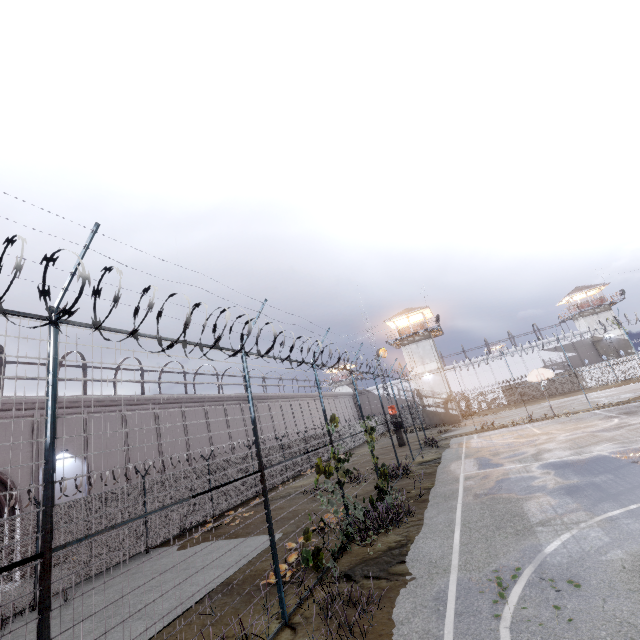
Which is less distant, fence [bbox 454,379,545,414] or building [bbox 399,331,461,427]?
building [bbox 399,331,461,427]

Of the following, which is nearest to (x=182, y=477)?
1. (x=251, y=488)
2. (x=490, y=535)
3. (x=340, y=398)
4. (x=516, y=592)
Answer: (x=516, y=592)

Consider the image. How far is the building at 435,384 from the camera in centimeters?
3919cm

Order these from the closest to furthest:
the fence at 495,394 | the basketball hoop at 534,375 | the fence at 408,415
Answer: the fence at 408,415
the basketball hoop at 534,375
the fence at 495,394

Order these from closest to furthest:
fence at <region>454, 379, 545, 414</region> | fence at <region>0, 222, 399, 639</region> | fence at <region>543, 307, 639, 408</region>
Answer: fence at <region>0, 222, 399, 639</region>
fence at <region>543, 307, 639, 408</region>
fence at <region>454, 379, 545, 414</region>

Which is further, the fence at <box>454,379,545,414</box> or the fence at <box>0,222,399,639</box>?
the fence at <box>454,379,545,414</box>

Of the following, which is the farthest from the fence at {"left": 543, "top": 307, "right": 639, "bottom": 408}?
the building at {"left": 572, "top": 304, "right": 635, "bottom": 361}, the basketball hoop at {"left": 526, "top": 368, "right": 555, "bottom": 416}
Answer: the building at {"left": 572, "top": 304, "right": 635, "bottom": 361}

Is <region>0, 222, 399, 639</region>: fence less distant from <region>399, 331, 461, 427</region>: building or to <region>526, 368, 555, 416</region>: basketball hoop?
<region>526, 368, 555, 416</region>: basketball hoop
